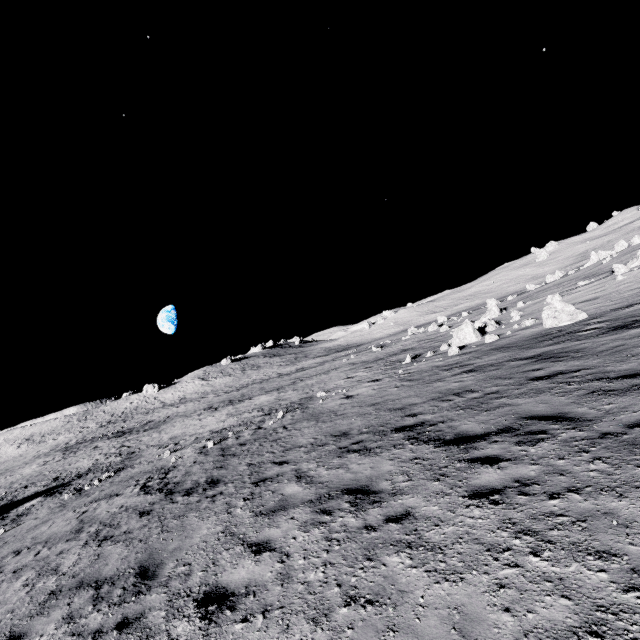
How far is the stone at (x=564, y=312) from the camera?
15.2m

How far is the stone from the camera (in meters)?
15.20

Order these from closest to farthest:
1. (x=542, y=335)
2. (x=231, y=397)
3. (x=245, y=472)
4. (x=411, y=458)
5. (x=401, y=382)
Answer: (x=411, y=458) → (x=245, y=472) → (x=542, y=335) → (x=401, y=382) → (x=231, y=397)
